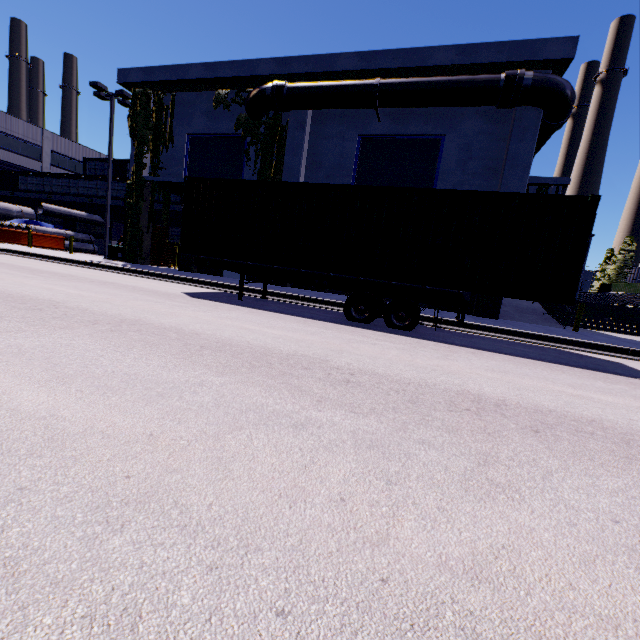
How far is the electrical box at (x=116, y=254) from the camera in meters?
19.9 m

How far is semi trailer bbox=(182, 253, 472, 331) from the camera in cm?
834

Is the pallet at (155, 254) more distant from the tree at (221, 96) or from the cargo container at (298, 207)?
the cargo container at (298, 207)

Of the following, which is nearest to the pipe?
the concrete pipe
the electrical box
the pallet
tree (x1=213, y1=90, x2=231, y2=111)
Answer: tree (x1=213, y1=90, x2=231, y2=111)

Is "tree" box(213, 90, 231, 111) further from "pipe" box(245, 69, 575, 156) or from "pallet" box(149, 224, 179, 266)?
"pallet" box(149, 224, 179, 266)

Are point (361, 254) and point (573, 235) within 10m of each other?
yes

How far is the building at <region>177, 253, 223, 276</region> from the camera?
18.4m

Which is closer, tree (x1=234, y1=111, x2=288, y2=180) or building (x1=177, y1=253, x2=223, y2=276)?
tree (x1=234, y1=111, x2=288, y2=180)
